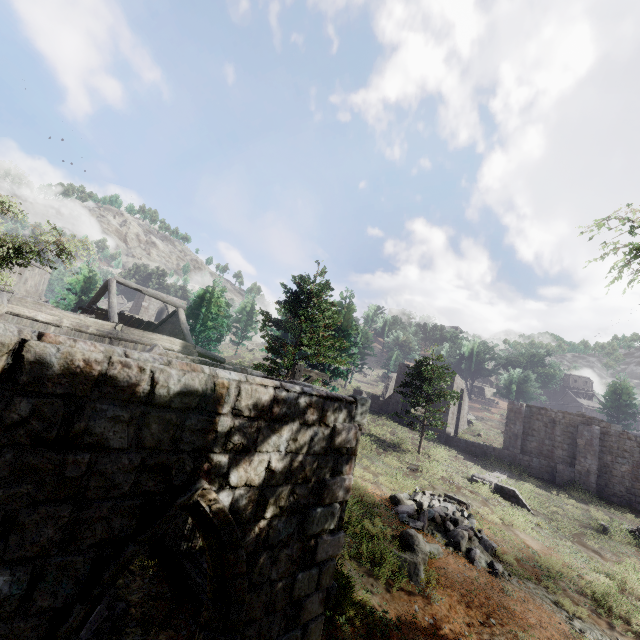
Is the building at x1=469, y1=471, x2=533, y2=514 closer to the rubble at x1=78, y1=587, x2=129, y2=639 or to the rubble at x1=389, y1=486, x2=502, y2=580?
the rubble at x1=78, y1=587, x2=129, y2=639

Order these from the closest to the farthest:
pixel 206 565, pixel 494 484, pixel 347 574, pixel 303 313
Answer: pixel 206 565 → pixel 347 574 → pixel 303 313 → pixel 494 484

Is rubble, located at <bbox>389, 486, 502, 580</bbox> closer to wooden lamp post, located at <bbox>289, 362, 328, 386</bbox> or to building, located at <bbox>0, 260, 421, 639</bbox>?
building, located at <bbox>0, 260, 421, 639</bbox>

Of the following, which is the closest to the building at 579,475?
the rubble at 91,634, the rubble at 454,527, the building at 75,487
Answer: the building at 75,487

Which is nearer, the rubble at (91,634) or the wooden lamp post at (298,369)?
the rubble at (91,634)

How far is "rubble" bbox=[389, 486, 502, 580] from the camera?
11.1 meters

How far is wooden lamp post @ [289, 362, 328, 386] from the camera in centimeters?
1056cm

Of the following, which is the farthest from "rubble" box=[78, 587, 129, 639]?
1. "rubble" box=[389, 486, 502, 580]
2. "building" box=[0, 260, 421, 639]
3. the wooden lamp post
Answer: "rubble" box=[389, 486, 502, 580]
